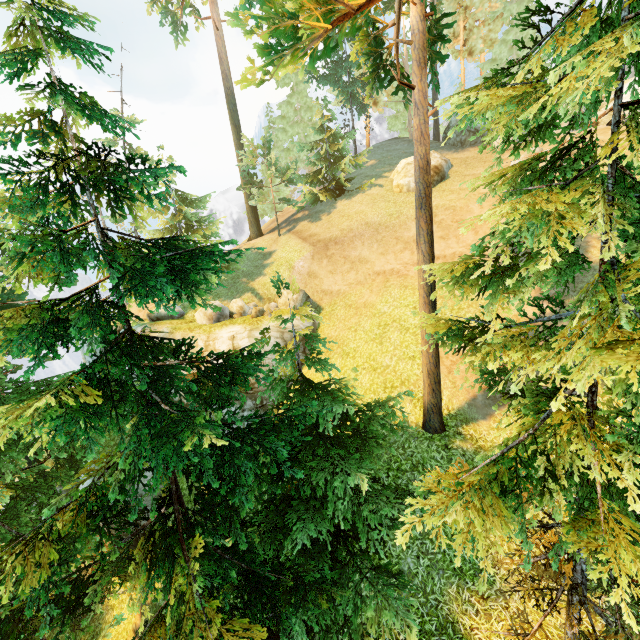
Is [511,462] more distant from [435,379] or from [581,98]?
[435,379]

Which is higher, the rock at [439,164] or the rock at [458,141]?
the rock at [458,141]

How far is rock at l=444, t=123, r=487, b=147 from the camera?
26.85m

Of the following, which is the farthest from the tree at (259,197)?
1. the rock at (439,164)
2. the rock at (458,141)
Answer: the rock at (439,164)

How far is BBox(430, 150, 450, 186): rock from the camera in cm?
2292

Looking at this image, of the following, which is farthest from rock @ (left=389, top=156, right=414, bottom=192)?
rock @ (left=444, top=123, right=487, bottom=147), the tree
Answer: the tree
